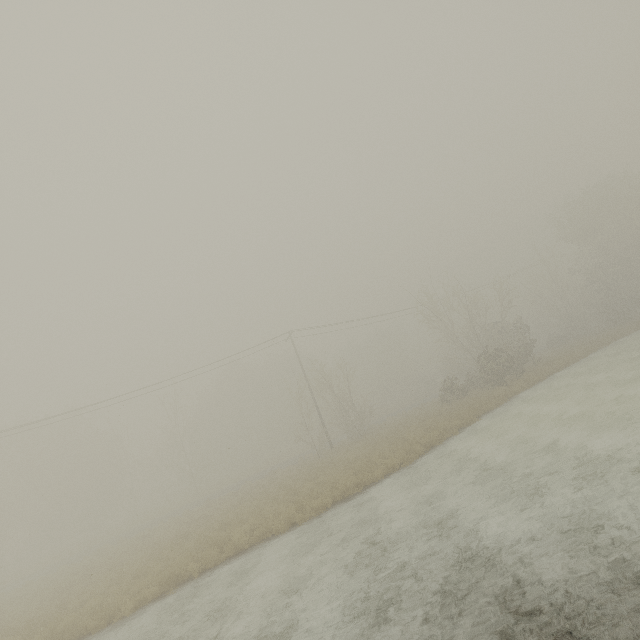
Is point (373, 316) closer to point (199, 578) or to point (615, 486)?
point (199, 578)
